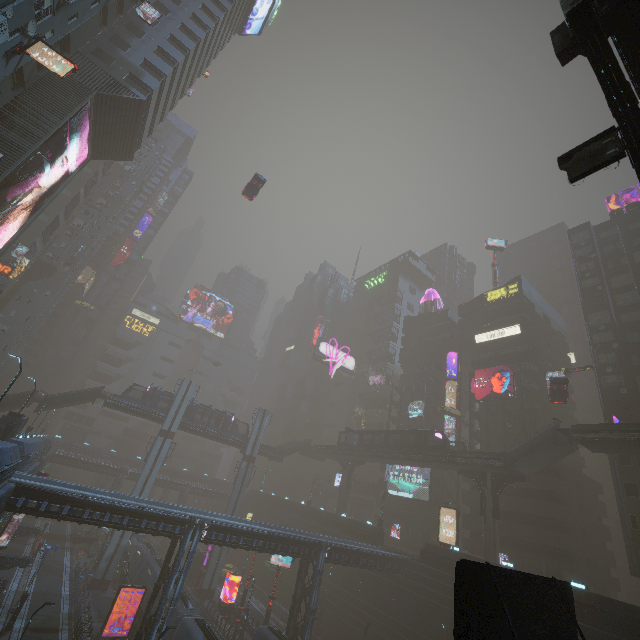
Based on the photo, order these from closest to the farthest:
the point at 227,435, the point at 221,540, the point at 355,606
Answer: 1. the point at 221,540
2. the point at 355,606
3. the point at 227,435

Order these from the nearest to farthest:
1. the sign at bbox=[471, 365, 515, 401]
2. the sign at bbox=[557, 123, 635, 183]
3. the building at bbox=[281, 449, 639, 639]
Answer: the sign at bbox=[557, 123, 635, 183], the building at bbox=[281, 449, 639, 639], the sign at bbox=[471, 365, 515, 401]

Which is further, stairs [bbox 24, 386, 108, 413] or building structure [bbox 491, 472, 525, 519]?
stairs [bbox 24, 386, 108, 413]

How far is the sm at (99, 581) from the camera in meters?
39.0 m

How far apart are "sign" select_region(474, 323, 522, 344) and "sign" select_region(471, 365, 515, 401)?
5.55m

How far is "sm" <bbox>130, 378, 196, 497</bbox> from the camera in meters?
44.4

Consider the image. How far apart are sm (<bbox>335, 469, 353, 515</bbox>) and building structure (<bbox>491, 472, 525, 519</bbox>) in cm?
2574
